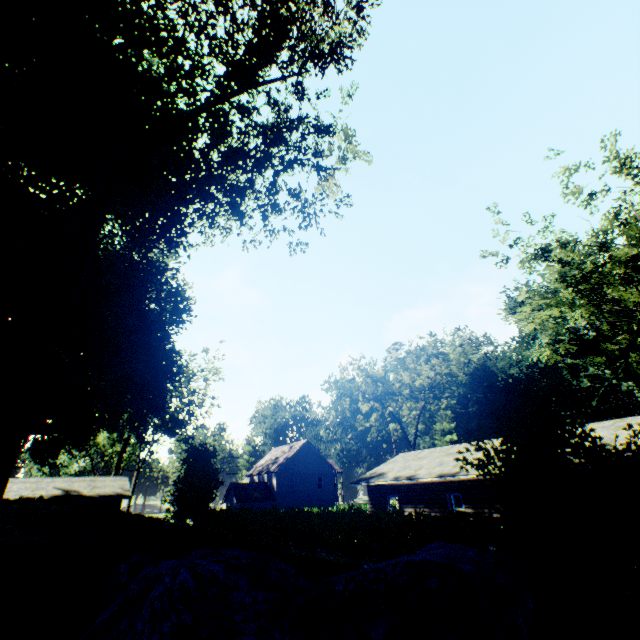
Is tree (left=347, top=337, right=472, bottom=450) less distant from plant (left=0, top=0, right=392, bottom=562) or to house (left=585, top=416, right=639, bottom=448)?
house (left=585, top=416, right=639, bottom=448)

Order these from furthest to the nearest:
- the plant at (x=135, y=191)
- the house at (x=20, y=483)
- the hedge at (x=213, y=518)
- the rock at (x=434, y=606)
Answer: the house at (x=20, y=483)
the hedge at (x=213, y=518)
the plant at (x=135, y=191)
the rock at (x=434, y=606)

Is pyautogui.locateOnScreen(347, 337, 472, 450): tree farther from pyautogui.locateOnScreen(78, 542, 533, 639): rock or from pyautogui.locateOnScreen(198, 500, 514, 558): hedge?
pyautogui.locateOnScreen(78, 542, 533, 639): rock

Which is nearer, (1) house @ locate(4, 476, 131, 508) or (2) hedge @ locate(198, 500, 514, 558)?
(2) hedge @ locate(198, 500, 514, 558)

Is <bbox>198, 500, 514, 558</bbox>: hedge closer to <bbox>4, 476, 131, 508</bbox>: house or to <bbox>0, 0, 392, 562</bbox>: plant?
<bbox>0, 0, 392, 562</bbox>: plant

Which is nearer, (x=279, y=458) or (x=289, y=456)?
(x=289, y=456)

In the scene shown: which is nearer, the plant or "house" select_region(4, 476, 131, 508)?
the plant

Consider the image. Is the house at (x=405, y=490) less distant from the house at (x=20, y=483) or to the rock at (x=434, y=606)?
the rock at (x=434, y=606)
